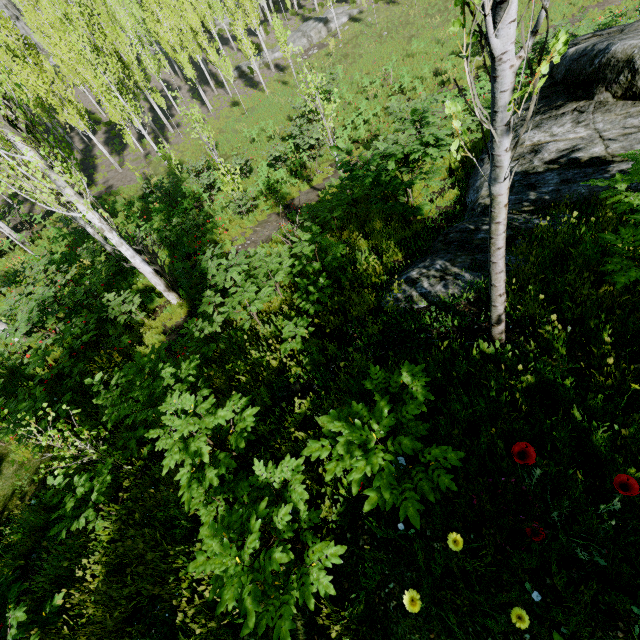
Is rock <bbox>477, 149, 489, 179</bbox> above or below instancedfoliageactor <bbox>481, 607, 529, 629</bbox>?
below

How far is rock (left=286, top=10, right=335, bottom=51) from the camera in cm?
3145

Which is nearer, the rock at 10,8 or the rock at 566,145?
the rock at 566,145

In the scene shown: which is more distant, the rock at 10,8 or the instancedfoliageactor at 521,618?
the rock at 10,8

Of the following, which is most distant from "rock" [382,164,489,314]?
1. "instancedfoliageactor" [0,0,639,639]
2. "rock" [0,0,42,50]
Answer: "rock" [0,0,42,50]

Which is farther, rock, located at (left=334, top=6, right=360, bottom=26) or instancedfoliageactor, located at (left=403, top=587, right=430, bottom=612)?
rock, located at (left=334, top=6, right=360, bottom=26)

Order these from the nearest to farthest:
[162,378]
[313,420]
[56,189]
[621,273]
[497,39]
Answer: [497,39] < [621,273] < [313,420] < [162,378] < [56,189]

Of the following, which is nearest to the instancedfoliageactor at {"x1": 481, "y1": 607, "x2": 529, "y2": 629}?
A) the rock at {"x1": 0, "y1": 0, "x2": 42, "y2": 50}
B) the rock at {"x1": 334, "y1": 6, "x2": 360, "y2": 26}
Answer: the rock at {"x1": 0, "y1": 0, "x2": 42, "y2": 50}
